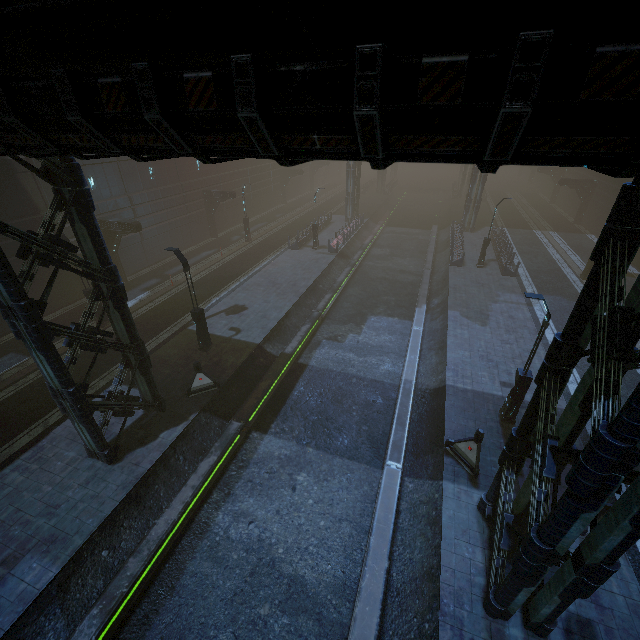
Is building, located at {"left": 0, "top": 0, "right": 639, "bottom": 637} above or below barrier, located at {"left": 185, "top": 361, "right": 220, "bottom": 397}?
above

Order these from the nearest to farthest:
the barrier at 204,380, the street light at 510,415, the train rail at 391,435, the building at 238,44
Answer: the building at 238,44 → the train rail at 391,435 → the street light at 510,415 → the barrier at 204,380

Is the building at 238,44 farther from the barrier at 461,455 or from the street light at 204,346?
the street light at 204,346

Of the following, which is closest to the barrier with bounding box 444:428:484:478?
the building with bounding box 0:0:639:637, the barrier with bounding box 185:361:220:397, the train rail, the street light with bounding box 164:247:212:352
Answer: the train rail

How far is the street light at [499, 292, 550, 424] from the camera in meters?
10.7

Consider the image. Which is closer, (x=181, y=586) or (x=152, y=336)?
(x=181, y=586)

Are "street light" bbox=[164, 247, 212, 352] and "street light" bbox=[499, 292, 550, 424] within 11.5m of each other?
no

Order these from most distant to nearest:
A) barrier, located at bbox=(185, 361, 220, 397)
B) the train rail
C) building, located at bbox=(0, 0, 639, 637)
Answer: barrier, located at bbox=(185, 361, 220, 397), the train rail, building, located at bbox=(0, 0, 639, 637)
